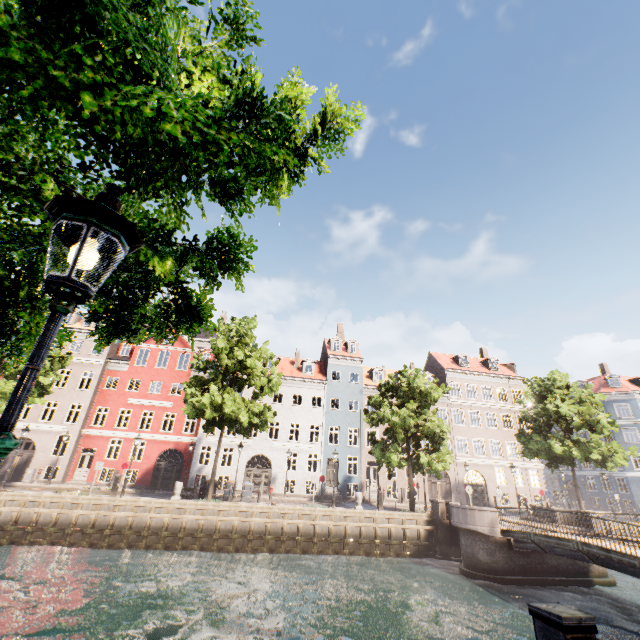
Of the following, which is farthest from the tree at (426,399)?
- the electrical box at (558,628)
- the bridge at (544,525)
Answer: the electrical box at (558,628)

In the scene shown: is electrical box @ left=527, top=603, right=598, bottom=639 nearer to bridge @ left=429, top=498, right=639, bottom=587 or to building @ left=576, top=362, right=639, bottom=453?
bridge @ left=429, top=498, right=639, bottom=587

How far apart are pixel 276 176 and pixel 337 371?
32.1m

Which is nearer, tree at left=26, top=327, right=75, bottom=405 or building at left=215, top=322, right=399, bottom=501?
tree at left=26, top=327, right=75, bottom=405

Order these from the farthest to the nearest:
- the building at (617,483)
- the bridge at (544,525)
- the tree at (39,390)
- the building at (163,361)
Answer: the building at (617,483)
the building at (163,361)
the bridge at (544,525)
the tree at (39,390)

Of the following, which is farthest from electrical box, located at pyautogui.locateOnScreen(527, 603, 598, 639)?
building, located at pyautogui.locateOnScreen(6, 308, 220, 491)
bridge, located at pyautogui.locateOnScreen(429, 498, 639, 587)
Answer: building, located at pyautogui.locateOnScreen(6, 308, 220, 491)

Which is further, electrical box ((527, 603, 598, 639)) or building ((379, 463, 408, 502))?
building ((379, 463, 408, 502))

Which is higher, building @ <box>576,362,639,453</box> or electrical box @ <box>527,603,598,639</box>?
building @ <box>576,362,639,453</box>
